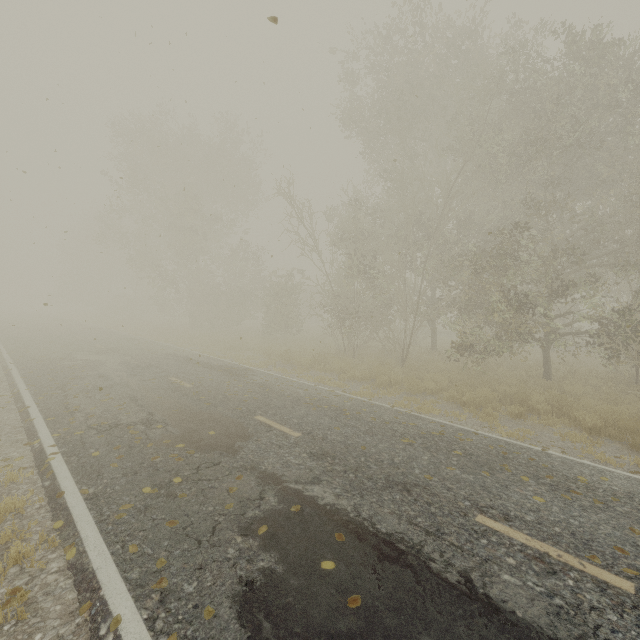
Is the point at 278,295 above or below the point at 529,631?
above
